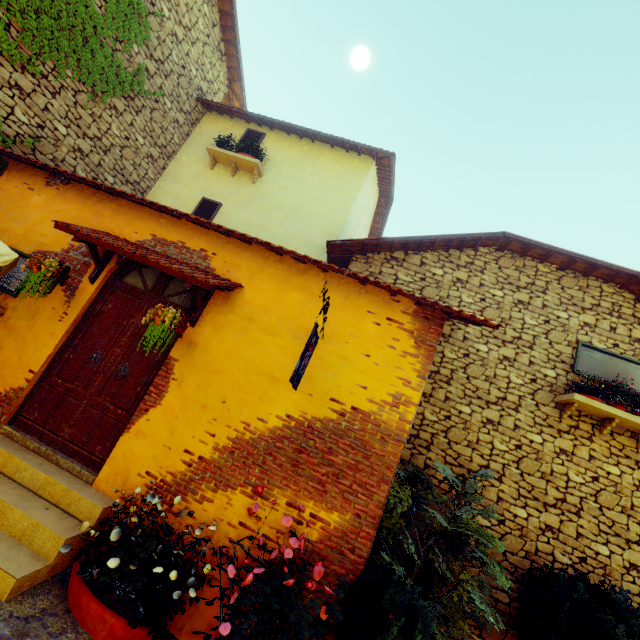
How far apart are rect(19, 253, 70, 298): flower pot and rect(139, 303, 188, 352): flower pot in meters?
1.5 m

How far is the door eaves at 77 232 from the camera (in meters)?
3.87

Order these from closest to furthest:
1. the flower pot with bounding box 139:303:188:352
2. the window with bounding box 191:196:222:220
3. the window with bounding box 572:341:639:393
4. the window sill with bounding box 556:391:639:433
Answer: the flower pot with bounding box 139:303:188:352, the window sill with bounding box 556:391:639:433, the window with bounding box 572:341:639:393, the window with bounding box 191:196:222:220

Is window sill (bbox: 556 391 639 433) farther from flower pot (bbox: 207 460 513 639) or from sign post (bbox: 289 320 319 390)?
sign post (bbox: 289 320 319 390)

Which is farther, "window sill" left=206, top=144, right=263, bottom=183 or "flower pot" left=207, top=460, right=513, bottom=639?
"window sill" left=206, top=144, right=263, bottom=183

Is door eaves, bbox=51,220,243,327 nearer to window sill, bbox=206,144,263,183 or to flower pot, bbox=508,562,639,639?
flower pot, bbox=508,562,639,639

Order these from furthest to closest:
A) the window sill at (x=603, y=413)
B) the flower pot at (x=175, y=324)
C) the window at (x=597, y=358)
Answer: the window at (x=597, y=358) < the window sill at (x=603, y=413) < the flower pot at (x=175, y=324)

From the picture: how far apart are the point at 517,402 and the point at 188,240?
6.30m
